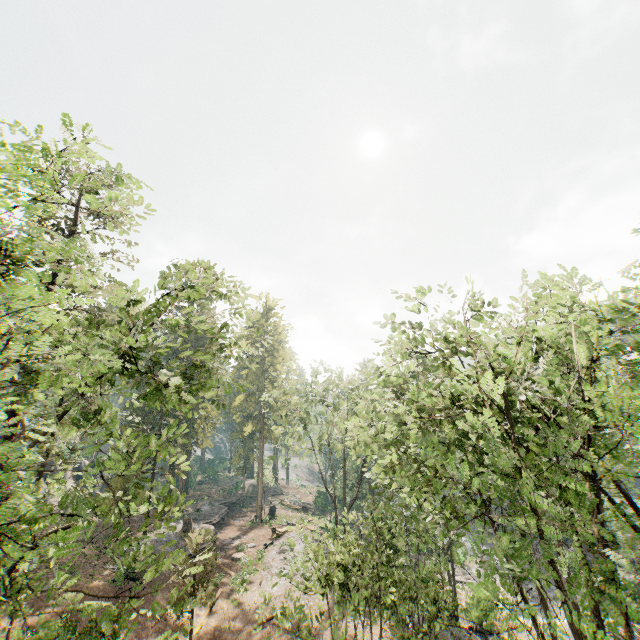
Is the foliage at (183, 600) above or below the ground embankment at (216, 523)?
above

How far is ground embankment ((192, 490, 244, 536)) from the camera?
37.0 meters

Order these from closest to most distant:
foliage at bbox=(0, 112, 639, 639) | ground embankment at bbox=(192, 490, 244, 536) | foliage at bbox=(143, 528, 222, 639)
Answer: foliage at bbox=(0, 112, 639, 639), foliage at bbox=(143, 528, 222, 639), ground embankment at bbox=(192, 490, 244, 536)

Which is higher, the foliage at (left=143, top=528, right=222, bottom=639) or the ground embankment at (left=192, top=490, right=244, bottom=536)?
the foliage at (left=143, top=528, right=222, bottom=639)

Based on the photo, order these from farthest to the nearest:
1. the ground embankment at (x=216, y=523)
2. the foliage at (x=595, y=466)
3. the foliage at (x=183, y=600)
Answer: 1. the ground embankment at (x=216, y=523)
2. the foliage at (x=183, y=600)
3. the foliage at (x=595, y=466)

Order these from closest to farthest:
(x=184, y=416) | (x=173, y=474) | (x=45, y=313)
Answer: (x=45, y=313) < (x=173, y=474) < (x=184, y=416)

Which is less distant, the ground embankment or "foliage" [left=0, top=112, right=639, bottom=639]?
"foliage" [left=0, top=112, right=639, bottom=639]
